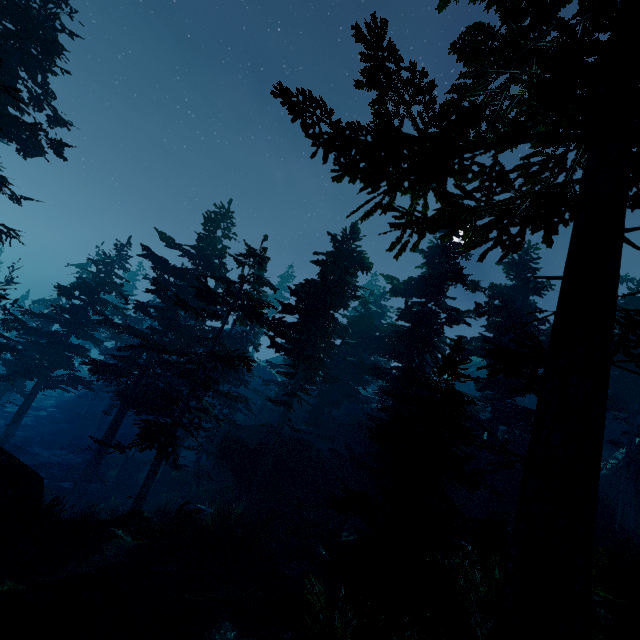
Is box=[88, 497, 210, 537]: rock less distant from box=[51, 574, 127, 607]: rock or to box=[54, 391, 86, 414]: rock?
box=[51, 574, 127, 607]: rock

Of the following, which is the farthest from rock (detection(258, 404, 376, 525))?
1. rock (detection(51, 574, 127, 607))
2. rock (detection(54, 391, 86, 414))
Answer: rock (detection(54, 391, 86, 414))

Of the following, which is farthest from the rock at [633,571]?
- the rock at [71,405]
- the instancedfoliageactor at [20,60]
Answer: the rock at [71,405]

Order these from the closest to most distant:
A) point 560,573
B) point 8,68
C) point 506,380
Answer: point 560,573 < point 8,68 < point 506,380

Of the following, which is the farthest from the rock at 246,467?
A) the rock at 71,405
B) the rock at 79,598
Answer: the rock at 71,405

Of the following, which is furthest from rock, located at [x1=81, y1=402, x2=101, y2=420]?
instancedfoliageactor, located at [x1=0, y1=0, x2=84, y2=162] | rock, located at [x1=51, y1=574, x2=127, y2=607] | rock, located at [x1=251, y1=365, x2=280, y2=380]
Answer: rock, located at [x1=51, y1=574, x2=127, y2=607]

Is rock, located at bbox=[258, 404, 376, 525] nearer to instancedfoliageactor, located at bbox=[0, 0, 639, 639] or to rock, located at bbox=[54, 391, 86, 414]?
instancedfoliageactor, located at bbox=[0, 0, 639, 639]

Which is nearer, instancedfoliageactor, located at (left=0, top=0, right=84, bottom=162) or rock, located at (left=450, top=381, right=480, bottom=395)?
instancedfoliageactor, located at (left=0, top=0, right=84, bottom=162)
